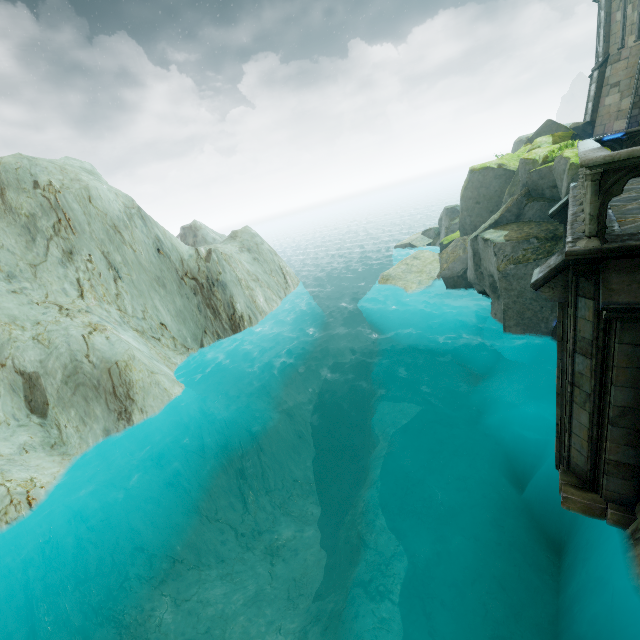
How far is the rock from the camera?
13.0m

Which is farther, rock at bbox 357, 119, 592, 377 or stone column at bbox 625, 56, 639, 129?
stone column at bbox 625, 56, 639, 129

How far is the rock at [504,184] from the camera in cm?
1301

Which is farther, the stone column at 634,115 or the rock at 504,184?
the stone column at 634,115

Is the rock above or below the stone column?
below

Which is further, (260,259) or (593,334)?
(260,259)
